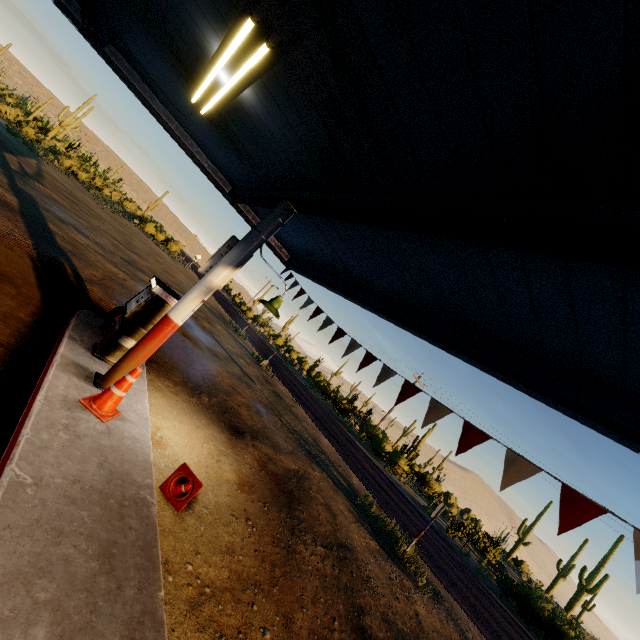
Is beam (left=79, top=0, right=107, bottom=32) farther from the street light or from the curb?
the curb

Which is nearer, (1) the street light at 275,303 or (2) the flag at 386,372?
(2) the flag at 386,372

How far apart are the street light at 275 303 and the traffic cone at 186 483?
2.5 meters

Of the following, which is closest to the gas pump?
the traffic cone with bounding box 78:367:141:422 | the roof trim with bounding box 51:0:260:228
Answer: the traffic cone with bounding box 78:367:141:422

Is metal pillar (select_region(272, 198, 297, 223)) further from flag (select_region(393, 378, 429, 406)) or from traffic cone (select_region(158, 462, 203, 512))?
flag (select_region(393, 378, 429, 406))

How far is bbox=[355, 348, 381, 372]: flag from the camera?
5.1m

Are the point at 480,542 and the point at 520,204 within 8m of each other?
no
